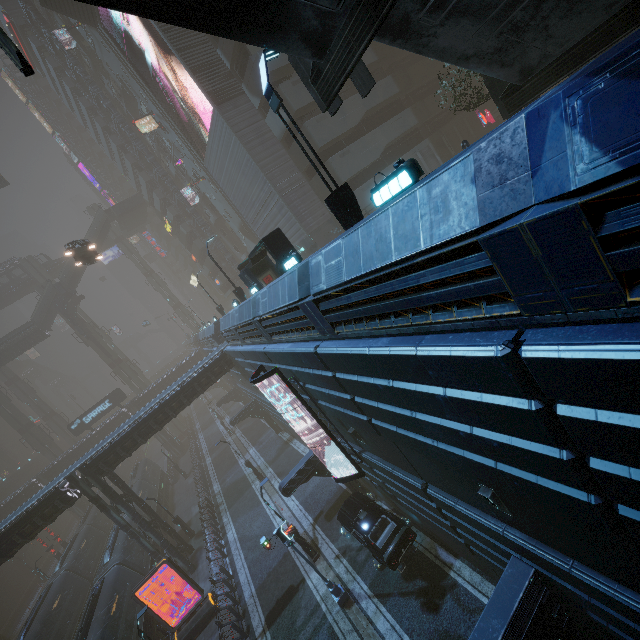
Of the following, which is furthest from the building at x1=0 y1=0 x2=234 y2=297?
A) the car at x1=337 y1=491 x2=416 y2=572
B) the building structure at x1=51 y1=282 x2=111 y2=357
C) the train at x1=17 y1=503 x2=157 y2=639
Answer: the building structure at x1=51 y1=282 x2=111 y2=357

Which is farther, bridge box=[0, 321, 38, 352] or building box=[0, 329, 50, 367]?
building box=[0, 329, 50, 367]

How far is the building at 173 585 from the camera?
21.3m

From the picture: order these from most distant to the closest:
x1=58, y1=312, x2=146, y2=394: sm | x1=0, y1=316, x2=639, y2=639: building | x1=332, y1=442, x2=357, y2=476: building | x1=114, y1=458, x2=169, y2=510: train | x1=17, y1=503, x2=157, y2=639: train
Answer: x1=58, y1=312, x2=146, y2=394: sm
x1=114, y1=458, x2=169, y2=510: train
x1=17, y1=503, x2=157, y2=639: train
x1=332, y1=442, x2=357, y2=476: building
x1=0, y1=316, x2=639, y2=639: building

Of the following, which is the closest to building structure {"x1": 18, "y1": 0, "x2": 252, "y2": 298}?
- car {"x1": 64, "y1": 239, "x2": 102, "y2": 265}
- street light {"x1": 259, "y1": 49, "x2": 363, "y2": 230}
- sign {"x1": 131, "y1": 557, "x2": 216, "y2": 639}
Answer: car {"x1": 64, "y1": 239, "x2": 102, "y2": 265}

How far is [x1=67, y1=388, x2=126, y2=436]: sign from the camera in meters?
44.2 m

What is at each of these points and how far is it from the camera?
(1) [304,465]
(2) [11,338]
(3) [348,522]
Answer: (1) building, 18.2 meters
(2) bridge, 47.2 meters
(3) car, 17.2 meters

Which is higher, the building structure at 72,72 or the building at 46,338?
the building structure at 72,72
